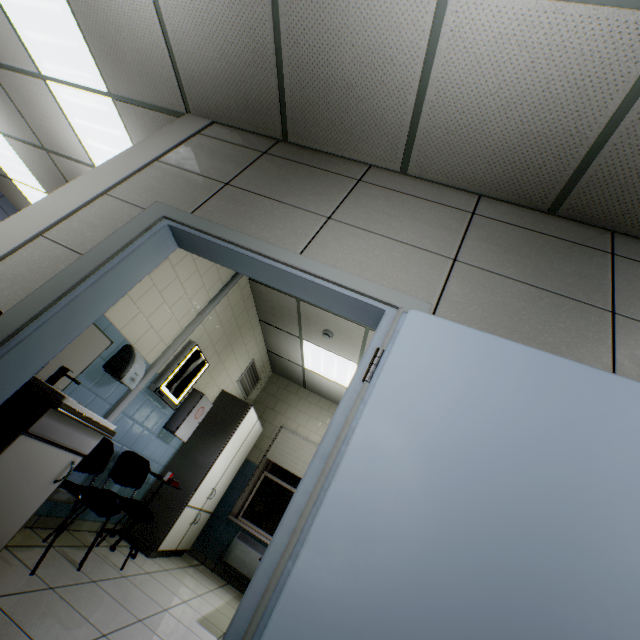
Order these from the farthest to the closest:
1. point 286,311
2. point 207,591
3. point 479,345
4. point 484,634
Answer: point 286,311, point 207,591, point 479,345, point 484,634

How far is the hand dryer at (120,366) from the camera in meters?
2.8

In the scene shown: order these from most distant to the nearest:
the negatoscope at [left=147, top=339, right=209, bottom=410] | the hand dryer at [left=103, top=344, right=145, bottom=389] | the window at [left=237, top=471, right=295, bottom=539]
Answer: the window at [left=237, top=471, right=295, bottom=539], the negatoscope at [left=147, top=339, right=209, bottom=410], the hand dryer at [left=103, top=344, right=145, bottom=389]

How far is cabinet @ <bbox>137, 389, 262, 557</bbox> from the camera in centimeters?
402cm

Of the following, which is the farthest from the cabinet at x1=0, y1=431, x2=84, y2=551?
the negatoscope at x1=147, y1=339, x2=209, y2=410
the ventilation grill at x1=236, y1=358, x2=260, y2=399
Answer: the ventilation grill at x1=236, y1=358, x2=260, y2=399

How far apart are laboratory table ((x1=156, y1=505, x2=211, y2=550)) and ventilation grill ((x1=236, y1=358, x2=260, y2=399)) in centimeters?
185cm

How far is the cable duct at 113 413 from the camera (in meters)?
3.13

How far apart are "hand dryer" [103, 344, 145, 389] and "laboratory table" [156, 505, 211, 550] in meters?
2.1 m
